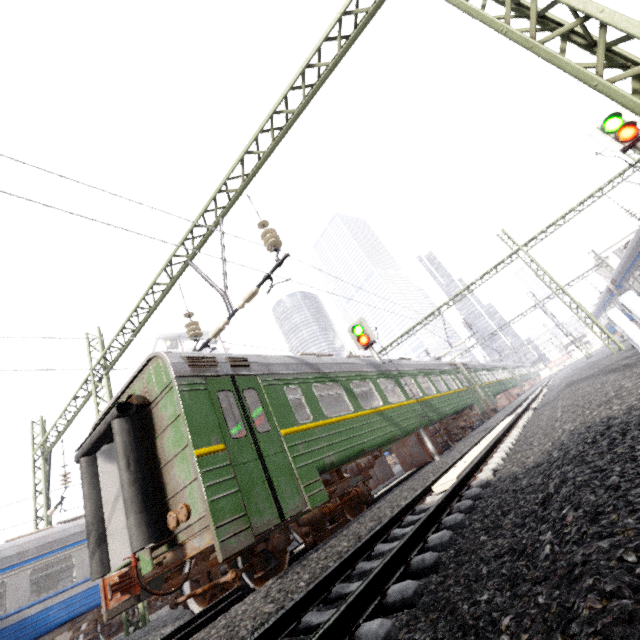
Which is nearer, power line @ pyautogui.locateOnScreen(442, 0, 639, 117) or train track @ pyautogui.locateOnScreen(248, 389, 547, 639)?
train track @ pyautogui.locateOnScreen(248, 389, 547, 639)

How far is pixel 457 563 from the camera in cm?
277

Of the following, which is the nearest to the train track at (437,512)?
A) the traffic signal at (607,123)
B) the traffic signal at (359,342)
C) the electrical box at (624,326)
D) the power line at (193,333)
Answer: the traffic signal at (359,342)

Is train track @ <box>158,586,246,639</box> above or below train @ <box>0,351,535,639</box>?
below

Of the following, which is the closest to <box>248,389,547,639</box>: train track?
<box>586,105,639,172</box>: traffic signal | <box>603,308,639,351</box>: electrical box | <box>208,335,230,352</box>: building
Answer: <box>603,308,639,351</box>: electrical box

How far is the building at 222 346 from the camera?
48.3 meters

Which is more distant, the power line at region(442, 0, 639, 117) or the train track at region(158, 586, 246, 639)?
the train track at region(158, 586, 246, 639)

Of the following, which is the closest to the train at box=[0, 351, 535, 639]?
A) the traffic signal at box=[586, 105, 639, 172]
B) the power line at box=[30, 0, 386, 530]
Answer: the power line at box=[30, 0, 386, 530]
